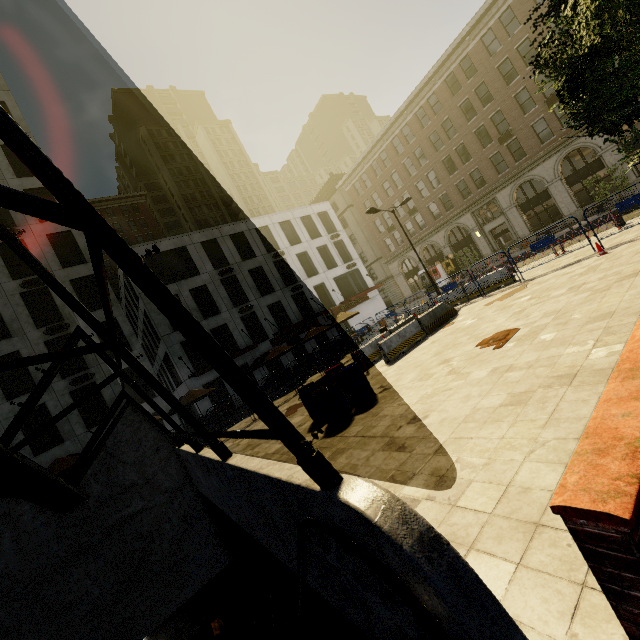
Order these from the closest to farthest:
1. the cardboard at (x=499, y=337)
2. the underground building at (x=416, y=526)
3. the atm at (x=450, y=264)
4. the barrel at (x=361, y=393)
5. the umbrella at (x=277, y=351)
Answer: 1. the underground building at (x=416, y=526)
2. the cardboard at (x=499, y=337)
3. the barrel at (x=361, y=393)
4. the umbrella at (x=277, y=351)
5. the atm at (x=450, y=264)

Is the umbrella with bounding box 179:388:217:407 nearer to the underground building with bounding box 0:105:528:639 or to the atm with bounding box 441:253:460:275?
the underground building with bounding box 0:105:528:639

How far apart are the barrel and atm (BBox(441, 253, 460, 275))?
31.5 meters

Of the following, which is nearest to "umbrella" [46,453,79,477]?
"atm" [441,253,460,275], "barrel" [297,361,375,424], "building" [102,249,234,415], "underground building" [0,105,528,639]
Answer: "underground building" [0,105,528,639]

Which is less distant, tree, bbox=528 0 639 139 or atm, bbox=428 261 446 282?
tree, bbox=528 0 639 139

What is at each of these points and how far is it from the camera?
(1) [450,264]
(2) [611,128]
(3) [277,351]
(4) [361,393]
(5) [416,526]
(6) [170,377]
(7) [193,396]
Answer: (1) atm, 37.4 meters
(2) tree, 5.4 meters
(3) umbrella, 21.2 meters
(4) barrel, 8.7 meters
(5) underground building, 1.6 meters
(6) building, 30.5 meters
(7) umbrella, 17.8 meters

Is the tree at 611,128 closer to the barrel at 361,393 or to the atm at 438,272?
the barrel at 361,393

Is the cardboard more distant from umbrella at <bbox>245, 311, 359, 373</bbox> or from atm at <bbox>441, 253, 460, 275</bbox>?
atm at <bbox>441, 253, 460, 275</bbox>
